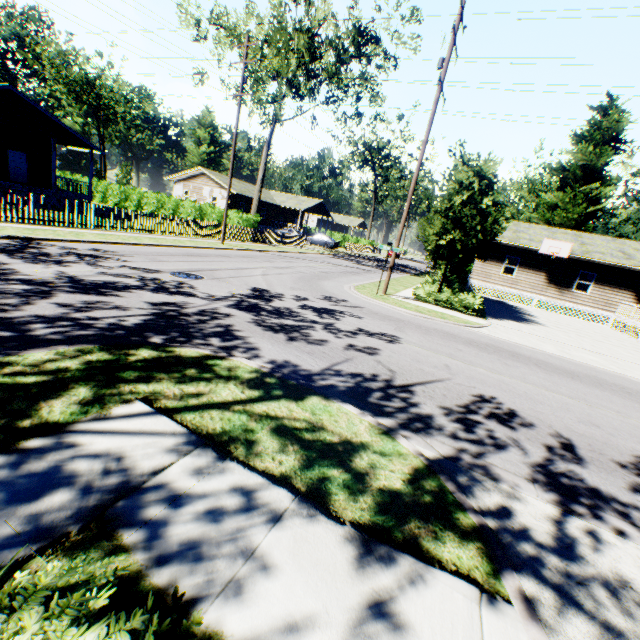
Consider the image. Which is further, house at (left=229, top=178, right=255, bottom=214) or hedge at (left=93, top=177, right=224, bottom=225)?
house at (left=229, top=178, right=255, bottom=214)

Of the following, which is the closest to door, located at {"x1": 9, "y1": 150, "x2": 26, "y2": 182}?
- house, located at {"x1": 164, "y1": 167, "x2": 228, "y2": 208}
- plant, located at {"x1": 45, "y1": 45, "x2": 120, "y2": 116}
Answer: house, located at {"x1": 164, "y1": 167, "x2": 228, "y2": 208}

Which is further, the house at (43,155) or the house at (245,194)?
the house at (245,194)

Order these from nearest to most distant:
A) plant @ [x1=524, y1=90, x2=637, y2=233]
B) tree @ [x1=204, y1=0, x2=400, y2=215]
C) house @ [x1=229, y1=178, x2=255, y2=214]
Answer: tree @ [x1=204, y1=0, x2=400, y2=215], plant @ [x1=524, y1=90, x2=637, y2=233], house @ [x1=229, y1=178, x2=255, y2=214]

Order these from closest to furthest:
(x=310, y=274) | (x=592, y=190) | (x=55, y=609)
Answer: (x=55, y=609) < (x=310, y=274) < (x=592, y=190)

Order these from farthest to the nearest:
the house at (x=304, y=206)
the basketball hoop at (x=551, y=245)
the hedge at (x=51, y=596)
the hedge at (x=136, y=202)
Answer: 1. the house at (x=304, y=206)
2. the hedge at (x=136, y=202)
3. the basketball hoop at (x=551, y=245)
4. the hedge at (x=51, y=596)

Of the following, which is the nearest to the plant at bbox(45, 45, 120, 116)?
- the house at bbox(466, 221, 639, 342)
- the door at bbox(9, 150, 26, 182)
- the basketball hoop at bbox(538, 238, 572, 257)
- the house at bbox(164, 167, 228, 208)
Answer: the house at bbox(466, 221, 639, 342)

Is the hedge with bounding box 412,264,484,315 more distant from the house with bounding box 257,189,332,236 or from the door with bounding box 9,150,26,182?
the door with bounding box 9,150,26,182
